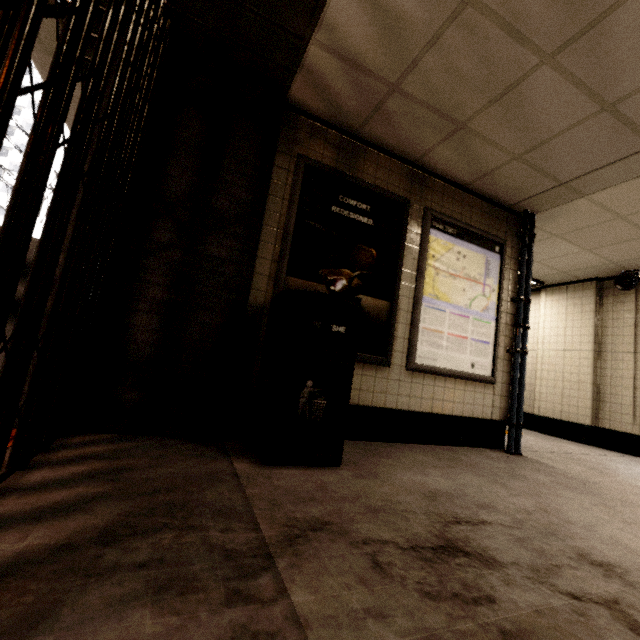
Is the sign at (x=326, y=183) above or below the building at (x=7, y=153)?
below

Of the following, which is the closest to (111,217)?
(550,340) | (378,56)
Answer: (378,56)

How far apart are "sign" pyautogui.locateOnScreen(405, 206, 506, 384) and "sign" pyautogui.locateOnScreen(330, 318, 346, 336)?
0.2 meters

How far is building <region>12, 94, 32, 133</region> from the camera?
41.4m

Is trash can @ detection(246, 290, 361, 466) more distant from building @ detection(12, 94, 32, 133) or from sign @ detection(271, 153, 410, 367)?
building @ detection(12, 94, 32, 133)

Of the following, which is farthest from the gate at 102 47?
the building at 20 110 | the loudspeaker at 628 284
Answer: the building at 20 110

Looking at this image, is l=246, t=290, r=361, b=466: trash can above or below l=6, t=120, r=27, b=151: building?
below

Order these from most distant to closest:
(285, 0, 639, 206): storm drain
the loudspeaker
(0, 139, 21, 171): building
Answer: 1. (0, 139, 21, 171): building
2. the loudspeaker
3. (285, 0, 639, 206): storm drain
